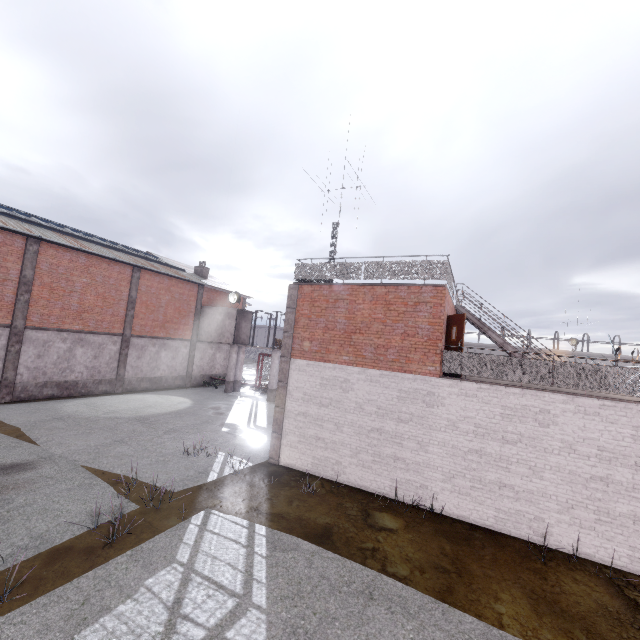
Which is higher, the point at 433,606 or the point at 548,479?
the point at 548,479

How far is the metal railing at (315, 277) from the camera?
10.9 meters

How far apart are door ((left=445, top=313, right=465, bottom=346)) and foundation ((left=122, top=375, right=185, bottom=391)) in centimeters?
2147cm

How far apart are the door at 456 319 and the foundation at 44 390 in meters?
21.2 m

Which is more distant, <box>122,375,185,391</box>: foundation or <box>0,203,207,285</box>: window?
<box>122,375,185,391</box>: foundation

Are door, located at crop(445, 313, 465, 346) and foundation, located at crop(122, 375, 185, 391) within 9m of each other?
no

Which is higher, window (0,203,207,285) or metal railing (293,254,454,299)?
window (0,203,207,285)

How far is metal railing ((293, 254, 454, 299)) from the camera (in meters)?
10.94
